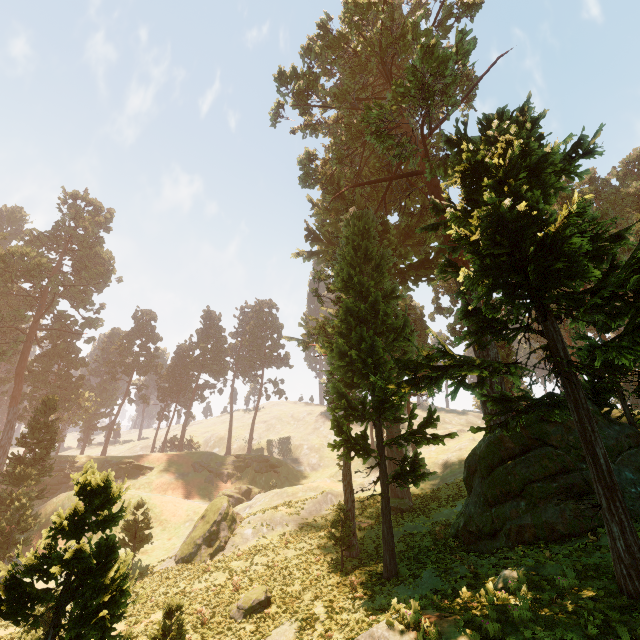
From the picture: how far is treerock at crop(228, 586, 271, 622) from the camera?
16.4m

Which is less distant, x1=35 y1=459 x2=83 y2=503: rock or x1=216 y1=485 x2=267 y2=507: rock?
x1=216 y1=485 x2=267 y2=507: rock

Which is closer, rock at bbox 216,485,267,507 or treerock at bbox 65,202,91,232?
rock at bbox 216,485,267,507

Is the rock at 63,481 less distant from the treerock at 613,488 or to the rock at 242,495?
the treerock at 613,488

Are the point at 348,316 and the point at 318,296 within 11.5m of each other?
yes

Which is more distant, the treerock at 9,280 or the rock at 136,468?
the rock at 136,468

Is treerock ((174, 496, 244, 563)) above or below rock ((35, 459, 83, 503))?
below
